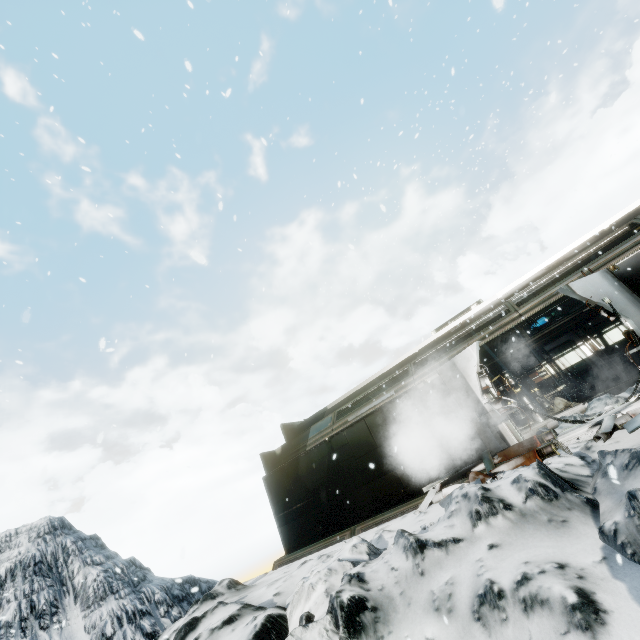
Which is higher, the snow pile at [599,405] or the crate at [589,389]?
the crate at [589,389]

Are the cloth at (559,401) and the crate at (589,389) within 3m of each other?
yes

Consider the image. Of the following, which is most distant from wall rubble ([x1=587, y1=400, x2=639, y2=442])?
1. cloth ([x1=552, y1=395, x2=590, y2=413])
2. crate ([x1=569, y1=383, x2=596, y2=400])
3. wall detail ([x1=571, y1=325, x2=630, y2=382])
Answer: wall detail ([x1=571, y1=325, x2=630, y2=382])

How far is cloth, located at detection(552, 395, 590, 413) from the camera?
12.98m

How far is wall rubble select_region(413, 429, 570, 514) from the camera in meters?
6.5 m

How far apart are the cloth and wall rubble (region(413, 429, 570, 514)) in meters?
7.2

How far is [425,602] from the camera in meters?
4.2

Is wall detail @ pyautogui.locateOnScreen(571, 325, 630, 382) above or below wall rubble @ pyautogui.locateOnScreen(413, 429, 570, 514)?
above
